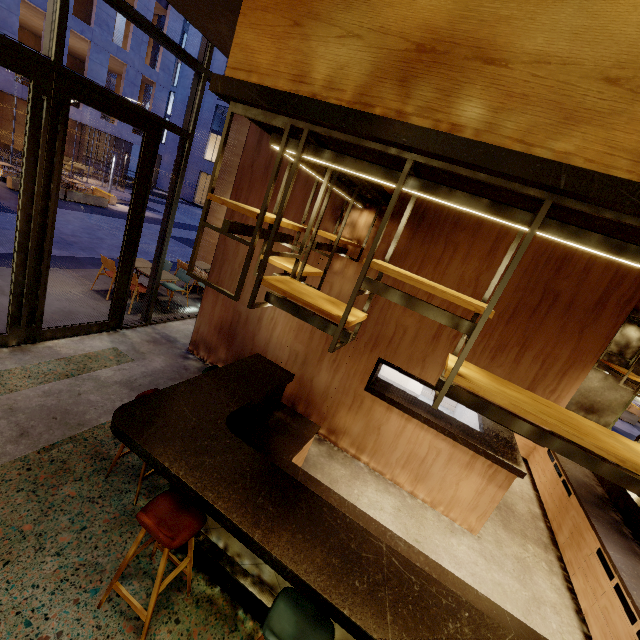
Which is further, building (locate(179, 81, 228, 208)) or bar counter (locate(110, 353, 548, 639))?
building (locate(179, 81, 228, 208))

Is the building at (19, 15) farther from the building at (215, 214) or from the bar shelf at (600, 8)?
the bar shelf at (600, 8)

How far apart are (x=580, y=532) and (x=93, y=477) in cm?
611

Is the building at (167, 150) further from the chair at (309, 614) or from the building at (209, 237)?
the chair at (309, 614)

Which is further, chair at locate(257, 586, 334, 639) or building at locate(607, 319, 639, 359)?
building at locate(607, 319, 639, 359)

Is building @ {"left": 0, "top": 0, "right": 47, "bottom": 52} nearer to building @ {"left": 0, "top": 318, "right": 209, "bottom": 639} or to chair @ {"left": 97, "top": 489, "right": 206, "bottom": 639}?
building @ {"left": 0, "top": 318, "right": 209, "bottom": 639}

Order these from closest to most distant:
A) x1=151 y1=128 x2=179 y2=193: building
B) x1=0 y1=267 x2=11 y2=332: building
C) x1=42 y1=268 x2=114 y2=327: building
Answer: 1. x1=0 y1=267 x2=11 y2=332: building
2. x1=42 y1=268 x2=114 y2=327: building
3. x1=151 y1=128 x2=179 y2=193: building

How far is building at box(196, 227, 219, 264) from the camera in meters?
10.5 m
